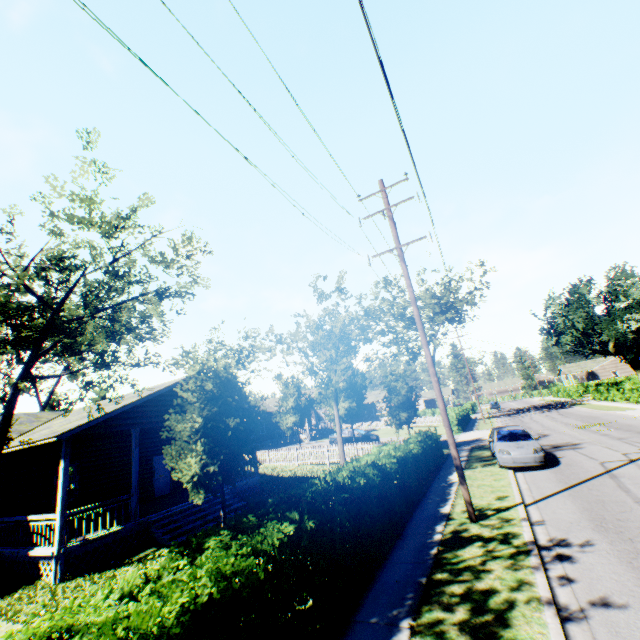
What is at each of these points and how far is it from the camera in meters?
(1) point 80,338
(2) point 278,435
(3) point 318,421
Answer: (1) tree, 34.2
(2) house, 41.8
(3) house, 58.6

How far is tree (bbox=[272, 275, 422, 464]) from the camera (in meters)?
16.12

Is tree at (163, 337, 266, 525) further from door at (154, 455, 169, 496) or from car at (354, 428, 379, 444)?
door at (154, 455, 169, 496)

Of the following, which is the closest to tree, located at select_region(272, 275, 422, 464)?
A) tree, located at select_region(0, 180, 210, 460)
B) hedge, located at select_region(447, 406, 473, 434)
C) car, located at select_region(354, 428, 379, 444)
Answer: hedge, located at select_region(447, 406, 473, 434)

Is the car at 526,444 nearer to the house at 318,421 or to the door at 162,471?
the door at 162,471

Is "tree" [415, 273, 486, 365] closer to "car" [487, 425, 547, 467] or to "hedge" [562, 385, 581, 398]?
"car" [487, 425, 547, 467]

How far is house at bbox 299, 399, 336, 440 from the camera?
39.4m

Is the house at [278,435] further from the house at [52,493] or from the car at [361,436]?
the house at [52,493]
